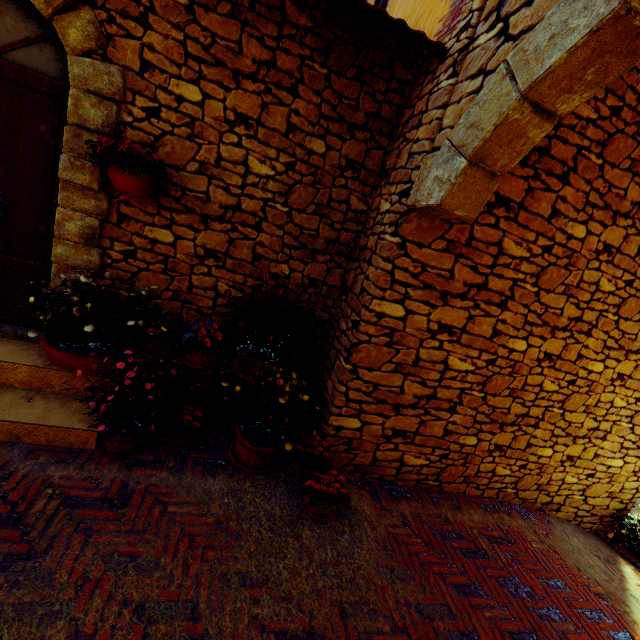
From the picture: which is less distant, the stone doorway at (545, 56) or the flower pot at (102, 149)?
the stone doorway at (545, 56)

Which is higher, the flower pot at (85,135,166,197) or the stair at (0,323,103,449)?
the flower pot at (85,135,166,197)

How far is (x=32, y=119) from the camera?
2.7m

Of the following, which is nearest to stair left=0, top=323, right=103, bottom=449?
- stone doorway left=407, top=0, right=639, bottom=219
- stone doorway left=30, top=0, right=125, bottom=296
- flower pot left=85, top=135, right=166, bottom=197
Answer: stone doorway left=30, top=0, right=125, bottom=296

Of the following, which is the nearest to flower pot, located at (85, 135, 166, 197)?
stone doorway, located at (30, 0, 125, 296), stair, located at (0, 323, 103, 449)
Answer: stone doorway, located at (30, 0, 125, 296)

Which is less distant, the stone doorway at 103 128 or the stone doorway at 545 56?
the stone doorway at 545 56

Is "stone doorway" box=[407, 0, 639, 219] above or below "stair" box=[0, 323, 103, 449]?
above

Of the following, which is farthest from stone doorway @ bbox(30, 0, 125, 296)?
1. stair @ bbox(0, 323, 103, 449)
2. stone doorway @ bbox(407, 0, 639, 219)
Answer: stone doorway @ bbox(407, 0, 639, 219)
